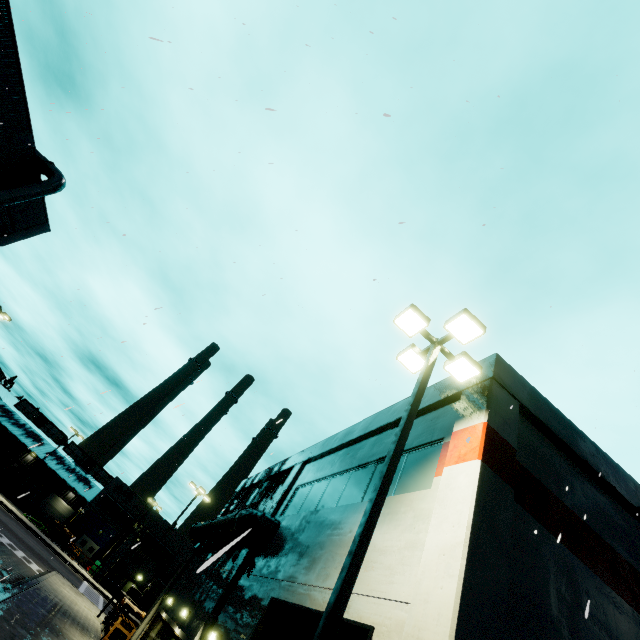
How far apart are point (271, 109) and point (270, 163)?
5.2m

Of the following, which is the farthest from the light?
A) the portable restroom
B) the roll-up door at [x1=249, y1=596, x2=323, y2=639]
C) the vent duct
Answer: the portable restroom

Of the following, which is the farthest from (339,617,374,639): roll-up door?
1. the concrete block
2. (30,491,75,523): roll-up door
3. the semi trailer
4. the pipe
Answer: (30,491,75,523): roll-up door

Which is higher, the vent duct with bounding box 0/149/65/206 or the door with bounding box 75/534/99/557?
the vent duct with bounding box 0/149/65/206

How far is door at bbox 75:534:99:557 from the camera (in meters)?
A: 46.59

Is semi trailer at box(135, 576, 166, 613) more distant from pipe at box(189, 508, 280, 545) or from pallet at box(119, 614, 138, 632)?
pallet at box(119, 614, 138, 632)

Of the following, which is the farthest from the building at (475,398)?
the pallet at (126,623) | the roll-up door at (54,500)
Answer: the pallet at (126,623)

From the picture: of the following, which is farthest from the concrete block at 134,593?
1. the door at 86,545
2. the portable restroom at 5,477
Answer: the portable restroom at 5,477
